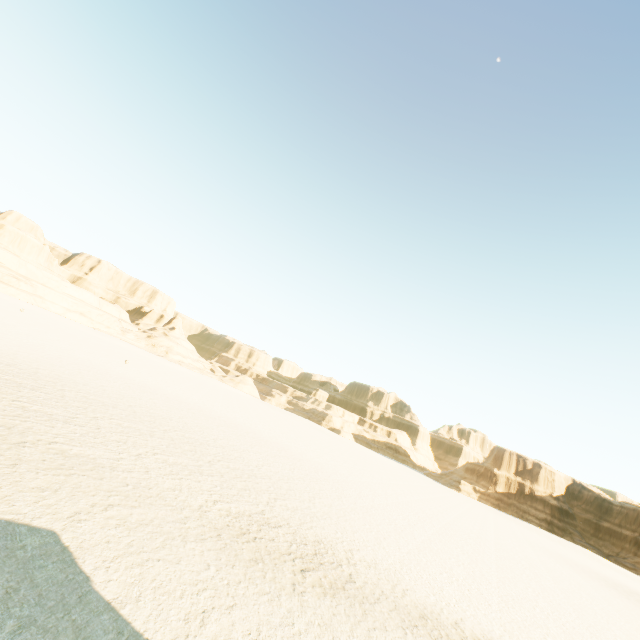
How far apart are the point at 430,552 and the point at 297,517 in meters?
8.3
